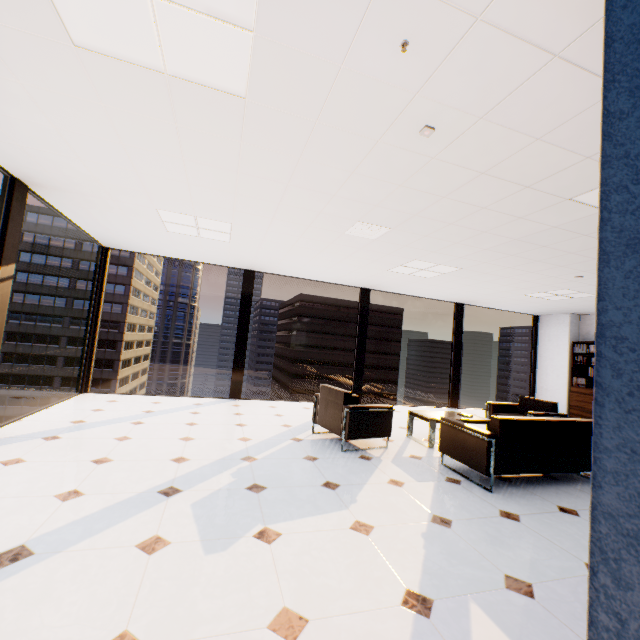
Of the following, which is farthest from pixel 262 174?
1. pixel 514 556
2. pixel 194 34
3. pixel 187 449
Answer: pixel 514 556

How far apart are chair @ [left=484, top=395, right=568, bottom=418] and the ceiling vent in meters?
4.0 m

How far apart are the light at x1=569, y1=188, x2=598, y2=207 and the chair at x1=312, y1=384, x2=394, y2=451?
3.22m

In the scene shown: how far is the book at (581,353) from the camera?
8.53m

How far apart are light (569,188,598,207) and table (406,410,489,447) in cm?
332

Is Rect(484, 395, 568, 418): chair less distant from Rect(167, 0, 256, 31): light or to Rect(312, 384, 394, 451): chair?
Rect(312, 384, 394, 451): chair

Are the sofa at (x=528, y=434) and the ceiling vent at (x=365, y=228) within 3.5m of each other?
yes

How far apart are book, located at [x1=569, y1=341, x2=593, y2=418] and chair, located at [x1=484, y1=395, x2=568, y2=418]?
3.5 meters
